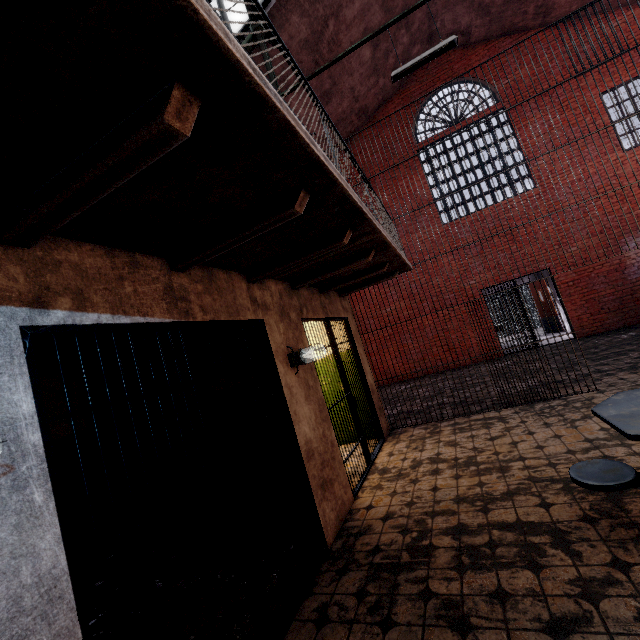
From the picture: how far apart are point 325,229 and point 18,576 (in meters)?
2.67

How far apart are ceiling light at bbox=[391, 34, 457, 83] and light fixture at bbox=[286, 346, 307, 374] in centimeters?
554cm

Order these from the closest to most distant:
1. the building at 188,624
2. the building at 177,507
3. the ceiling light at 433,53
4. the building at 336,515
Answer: the building at 336,515
the building at 188,624
the building at 177,507
the ceiling light at 433,53

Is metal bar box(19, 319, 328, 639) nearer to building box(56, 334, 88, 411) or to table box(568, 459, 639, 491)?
building box(56, 334, 88, 411)

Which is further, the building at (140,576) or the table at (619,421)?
the building at (140,576)

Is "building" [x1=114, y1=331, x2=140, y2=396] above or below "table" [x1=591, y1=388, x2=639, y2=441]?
above

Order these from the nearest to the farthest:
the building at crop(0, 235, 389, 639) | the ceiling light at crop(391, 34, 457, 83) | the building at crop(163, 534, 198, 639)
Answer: the building at crop(0, 235, 389, 639), the building at crop(163, 534, 198, 639), the ceiling light at crop(391, 34, 457, 83)

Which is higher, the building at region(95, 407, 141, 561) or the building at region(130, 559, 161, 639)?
the building at region(95, 407, 141, 561)
